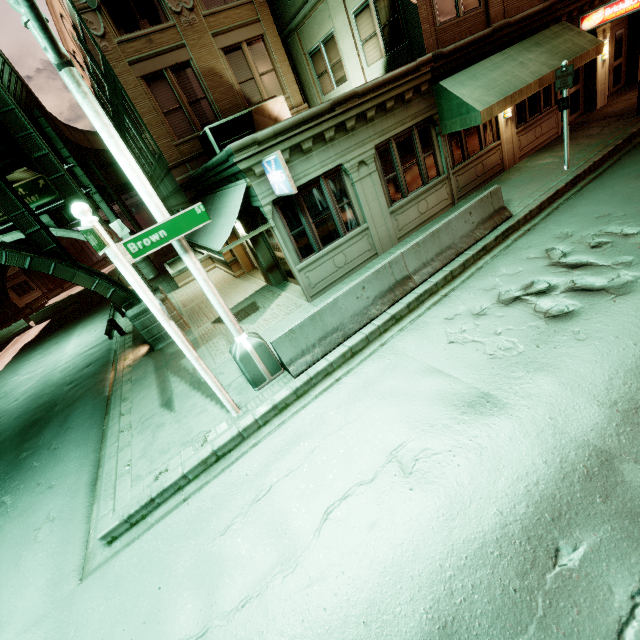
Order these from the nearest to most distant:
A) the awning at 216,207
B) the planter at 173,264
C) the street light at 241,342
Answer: the street light at 241,342 → the awning at 216,207 → the planter at 173,264

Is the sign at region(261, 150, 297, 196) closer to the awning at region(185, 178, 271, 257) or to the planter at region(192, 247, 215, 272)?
the awning at region(185, 178, 271, 257)

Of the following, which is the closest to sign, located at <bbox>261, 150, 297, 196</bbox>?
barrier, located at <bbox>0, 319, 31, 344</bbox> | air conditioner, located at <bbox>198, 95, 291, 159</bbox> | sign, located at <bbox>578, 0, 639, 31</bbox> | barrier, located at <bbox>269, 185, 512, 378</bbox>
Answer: barrier, located at <bbox>269, 185, 512, 378</bbox>

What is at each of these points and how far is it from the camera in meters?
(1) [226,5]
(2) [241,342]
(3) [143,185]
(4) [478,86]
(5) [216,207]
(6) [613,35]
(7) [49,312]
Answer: (1) building, 12.8 m
(2) street light, 7.2 m
(3) street light, 5.6 m
(4) awning, 10.1 m
(5) awning, 10.8 m
(6) building, 15.1 m
(7) barrier, 30.7 m

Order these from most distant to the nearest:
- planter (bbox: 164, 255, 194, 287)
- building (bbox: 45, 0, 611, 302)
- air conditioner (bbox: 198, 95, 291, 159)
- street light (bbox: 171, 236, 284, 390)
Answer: planter (bbox: 164, 255, 194, 287) → air conditioner (bbox: 198, 95, 291, 159) → building (bbox: 45, 0, 611, 302) → street light (bbox: 171, 236, 284, 390)

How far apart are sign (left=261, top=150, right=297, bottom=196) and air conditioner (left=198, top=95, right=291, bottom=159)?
4.52m

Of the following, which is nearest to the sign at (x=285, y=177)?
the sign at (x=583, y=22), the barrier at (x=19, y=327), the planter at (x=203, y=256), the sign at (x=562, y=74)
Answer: the sign at (x=562, y=74)

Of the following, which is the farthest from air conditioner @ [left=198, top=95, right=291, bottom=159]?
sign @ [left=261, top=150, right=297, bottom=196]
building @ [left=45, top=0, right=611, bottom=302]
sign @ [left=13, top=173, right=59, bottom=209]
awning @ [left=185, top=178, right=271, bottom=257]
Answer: sign @ [left=13, top=173, right=59, bottom=209]
